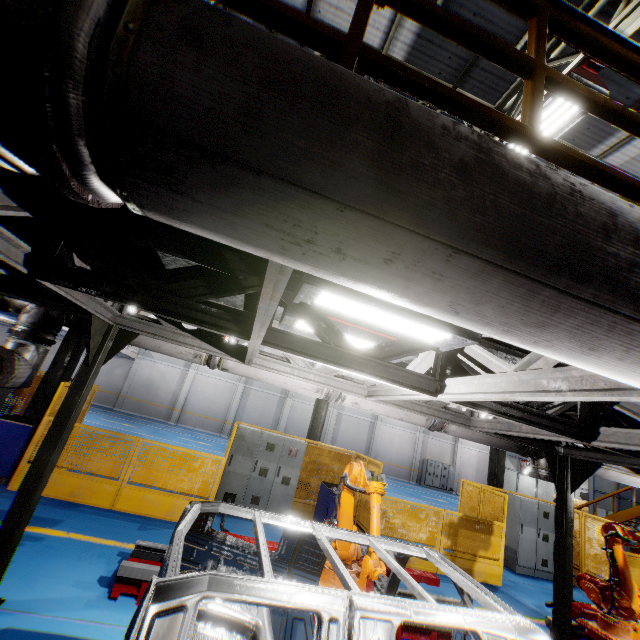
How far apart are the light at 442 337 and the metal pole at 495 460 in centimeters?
1206cm

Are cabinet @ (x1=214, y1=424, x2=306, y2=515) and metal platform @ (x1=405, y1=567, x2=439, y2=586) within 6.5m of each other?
yes

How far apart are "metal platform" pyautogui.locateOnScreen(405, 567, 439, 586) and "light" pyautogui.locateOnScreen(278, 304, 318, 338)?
3.8m

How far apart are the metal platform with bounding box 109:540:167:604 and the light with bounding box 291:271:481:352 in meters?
4.4 m

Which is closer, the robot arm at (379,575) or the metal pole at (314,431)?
the robot arm at (379,575)

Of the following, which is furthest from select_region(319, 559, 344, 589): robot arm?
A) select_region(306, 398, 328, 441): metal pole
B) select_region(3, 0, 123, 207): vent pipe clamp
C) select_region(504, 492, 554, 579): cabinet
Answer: select_region(306, 398, 328, 441): metal pole

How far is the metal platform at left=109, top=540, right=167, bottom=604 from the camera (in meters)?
4.36

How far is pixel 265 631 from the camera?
2.8m
